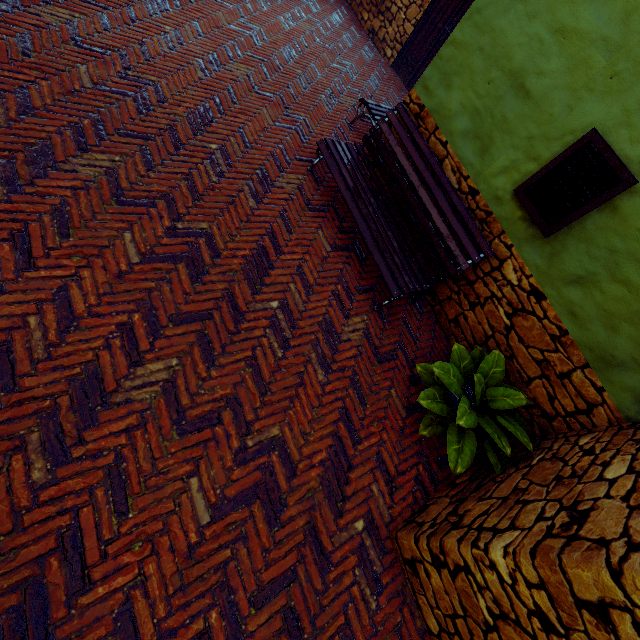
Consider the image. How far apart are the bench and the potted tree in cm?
72

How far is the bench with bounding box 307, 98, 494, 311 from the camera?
3.43m

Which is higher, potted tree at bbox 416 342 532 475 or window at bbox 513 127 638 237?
window at bbox 513 127 638 237

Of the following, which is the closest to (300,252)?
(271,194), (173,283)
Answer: (271,194)

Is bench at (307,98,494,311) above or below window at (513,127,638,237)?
below

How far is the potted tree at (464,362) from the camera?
2.8 meters

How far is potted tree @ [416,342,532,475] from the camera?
2.8 meters

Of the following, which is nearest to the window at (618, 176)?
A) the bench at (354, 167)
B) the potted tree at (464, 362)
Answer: the bench at (354, 167)
